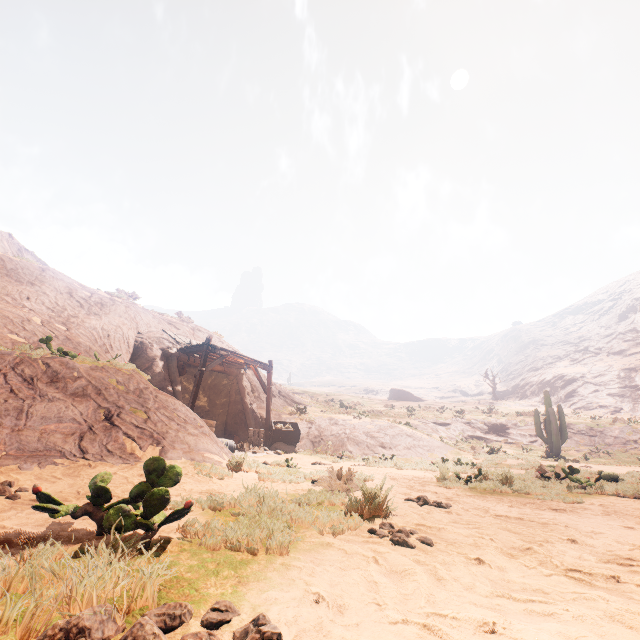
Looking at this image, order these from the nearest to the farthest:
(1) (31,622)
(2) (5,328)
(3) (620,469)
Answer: (1) (31,622), (2) (5,328), (3) (620,469)

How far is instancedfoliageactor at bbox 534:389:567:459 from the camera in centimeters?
1928cm

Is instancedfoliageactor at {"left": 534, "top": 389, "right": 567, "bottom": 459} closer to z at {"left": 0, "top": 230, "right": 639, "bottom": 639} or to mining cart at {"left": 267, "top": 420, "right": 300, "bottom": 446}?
z at {"left": 0, "top": 230, "right": 639, "bottom": 639}

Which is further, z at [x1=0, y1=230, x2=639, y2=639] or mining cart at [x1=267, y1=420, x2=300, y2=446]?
mining cart at [x1=267, y1=420, x2=300, y2=446]

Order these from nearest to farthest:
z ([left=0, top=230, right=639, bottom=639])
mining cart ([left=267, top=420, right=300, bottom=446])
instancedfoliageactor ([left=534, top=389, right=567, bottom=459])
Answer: z ([left=0, top=230, right=639, bottom=639]) < mining cart ([left=267, top=420, right=300, bottom=446]) < instancedfoliageactor ([left=534, top=389, right=567, bottom=459])

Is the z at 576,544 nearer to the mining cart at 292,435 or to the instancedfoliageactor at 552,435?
the mining cart at 292,435
